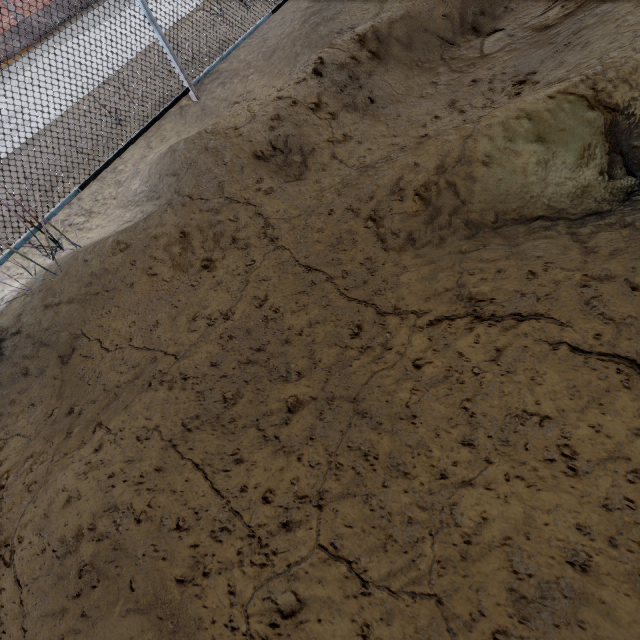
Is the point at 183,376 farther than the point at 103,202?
No
